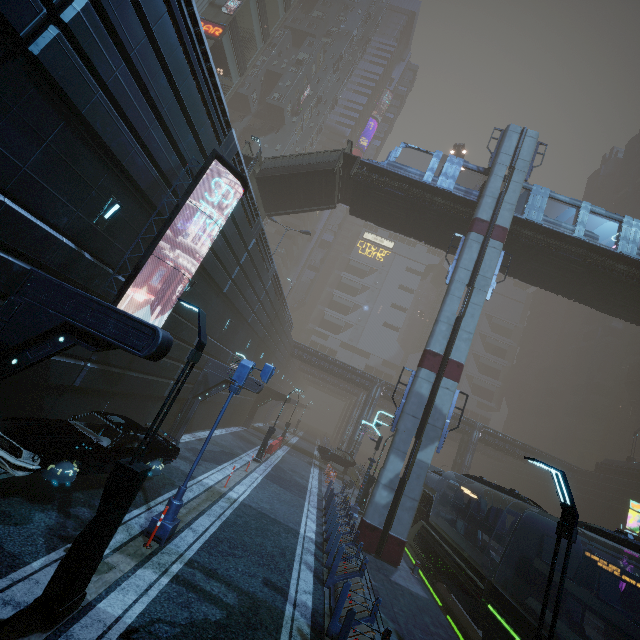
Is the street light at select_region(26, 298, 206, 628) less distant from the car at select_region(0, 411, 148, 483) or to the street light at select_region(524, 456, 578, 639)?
the car at select_region(0, 411, 148, 483)

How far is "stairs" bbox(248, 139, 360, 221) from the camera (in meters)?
22.61

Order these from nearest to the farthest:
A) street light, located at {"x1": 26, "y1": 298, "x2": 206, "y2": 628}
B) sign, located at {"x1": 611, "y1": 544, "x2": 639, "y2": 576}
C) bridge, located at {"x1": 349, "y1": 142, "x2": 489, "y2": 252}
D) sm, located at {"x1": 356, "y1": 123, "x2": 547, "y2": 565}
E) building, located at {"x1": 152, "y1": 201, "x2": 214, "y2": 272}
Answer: street light, located at {"x1": 26, "y1": 298, "x2": 206, "y2": 628} → building, located at {"x1": 152, "y1": 201, "x2": 214, "y2": 272} → sm, located at {"x1": 356, "y1": 123, "x2": 547, "y2": 565} → sign, located at {"x1": 611, "y1": 544, "x2": 639, "y2": 576} → bridge, located at {"x1": 349, "y1": 142, "x2": 489, "y2": 252}

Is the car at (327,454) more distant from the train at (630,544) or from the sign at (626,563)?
the sign at (626,563)

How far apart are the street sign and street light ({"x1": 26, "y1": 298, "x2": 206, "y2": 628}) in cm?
279

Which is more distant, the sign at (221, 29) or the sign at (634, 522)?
the sign at (221, 29)

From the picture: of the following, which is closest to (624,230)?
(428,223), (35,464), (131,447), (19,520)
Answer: (428,223)

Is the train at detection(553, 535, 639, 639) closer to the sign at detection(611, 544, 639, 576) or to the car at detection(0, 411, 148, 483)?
the sign at detection(611, 544, 639, 576)
